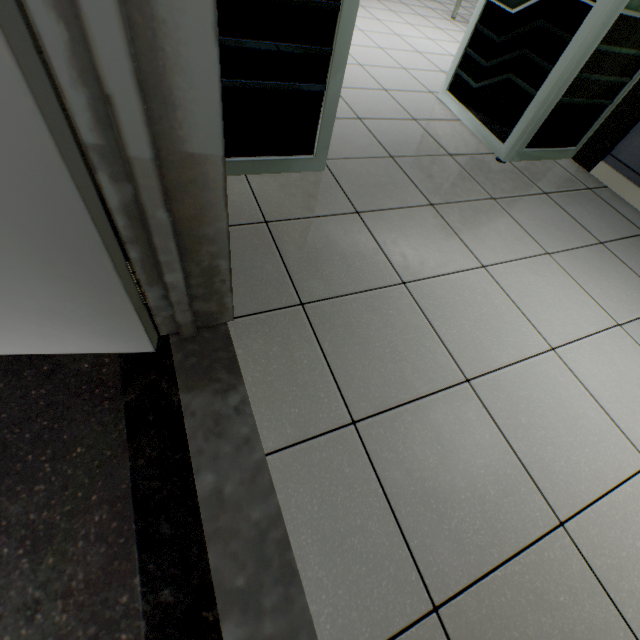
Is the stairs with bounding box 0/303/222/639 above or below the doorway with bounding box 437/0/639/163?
below

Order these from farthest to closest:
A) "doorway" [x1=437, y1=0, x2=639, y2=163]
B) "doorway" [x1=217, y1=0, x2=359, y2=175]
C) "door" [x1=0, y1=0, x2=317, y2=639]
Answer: "doorway" [x1=437, y1=0, x2=639, y2=163], "doorway" [x1=217, y1=0, x2=359, y2=175], "door" [x1=0, y1=0, x2=317, y2=639]

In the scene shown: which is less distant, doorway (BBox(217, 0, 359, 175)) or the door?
the door

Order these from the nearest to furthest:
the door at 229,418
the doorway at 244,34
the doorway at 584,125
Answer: the door at 229,418 → the doorway at 244,34 → the doorway at 584,125

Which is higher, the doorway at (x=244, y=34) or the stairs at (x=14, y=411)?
the doorway at (x=244, y=34)

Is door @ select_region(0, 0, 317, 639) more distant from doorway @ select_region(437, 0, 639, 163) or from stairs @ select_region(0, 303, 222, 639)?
doorway @ select_region(437, 0, 639, 163)

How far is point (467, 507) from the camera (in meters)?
0.97

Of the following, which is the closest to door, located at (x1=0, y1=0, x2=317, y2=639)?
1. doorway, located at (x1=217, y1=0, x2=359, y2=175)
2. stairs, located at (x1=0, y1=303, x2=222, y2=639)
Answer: stairs, located at (x1=0, y1=303, x2=222, y2=639)
